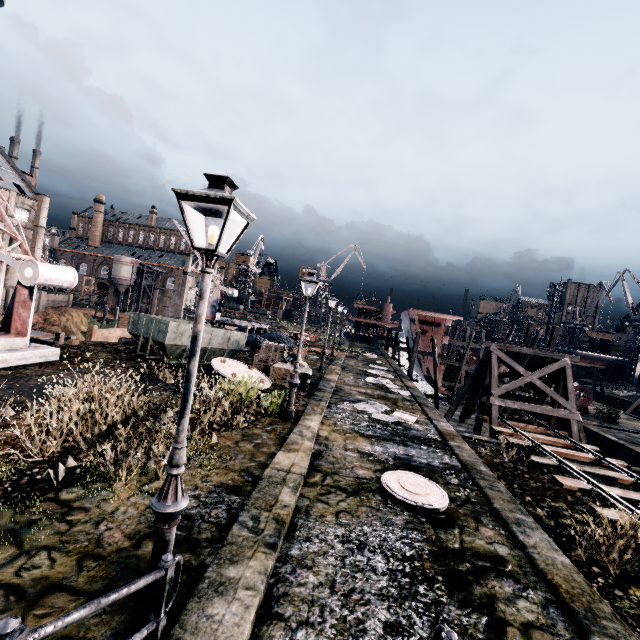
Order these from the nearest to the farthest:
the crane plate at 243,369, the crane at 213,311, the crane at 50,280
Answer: the crane at 50,280 → the crane plate at 243,369 → the crane at 213,311

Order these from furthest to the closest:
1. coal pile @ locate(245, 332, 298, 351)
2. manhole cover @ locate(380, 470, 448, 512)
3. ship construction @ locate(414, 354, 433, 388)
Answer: ship construction @ locate(414, 354, 433, 388), coal pile @ locate(245, 332, 298, 351), manhole cover @ locate(380, 470, 448, 512)

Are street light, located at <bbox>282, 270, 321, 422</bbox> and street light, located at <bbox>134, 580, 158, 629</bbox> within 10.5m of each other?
yes

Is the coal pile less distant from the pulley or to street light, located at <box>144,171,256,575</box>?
the pulley

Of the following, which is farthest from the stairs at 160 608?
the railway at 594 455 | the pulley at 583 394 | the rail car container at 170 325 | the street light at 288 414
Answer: the pulley at 583 394

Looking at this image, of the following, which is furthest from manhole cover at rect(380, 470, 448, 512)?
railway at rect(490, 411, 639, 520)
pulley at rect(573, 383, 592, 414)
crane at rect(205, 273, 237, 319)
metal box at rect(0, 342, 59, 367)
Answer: crane at rect(205, 273, 237, 319)

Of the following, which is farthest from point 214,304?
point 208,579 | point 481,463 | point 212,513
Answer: point 208,579

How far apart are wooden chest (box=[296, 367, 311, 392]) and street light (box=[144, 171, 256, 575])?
12.6 meters
